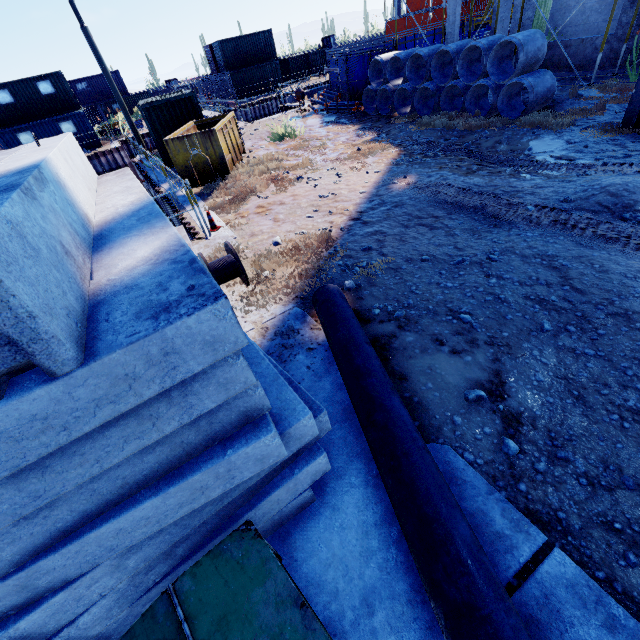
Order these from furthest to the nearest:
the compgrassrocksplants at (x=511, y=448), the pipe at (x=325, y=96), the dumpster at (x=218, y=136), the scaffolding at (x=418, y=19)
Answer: the pipe at (x=325, y=96)
the scaffolding at (x=418, y=19)
the dumpster at (x=218, y=136)
the compgrassrocksplants at (x=511, y=448)

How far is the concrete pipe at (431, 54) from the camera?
10.2 meters

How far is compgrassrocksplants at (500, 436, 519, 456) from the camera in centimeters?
295cm

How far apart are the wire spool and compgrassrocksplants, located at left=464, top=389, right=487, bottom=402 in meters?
3.8

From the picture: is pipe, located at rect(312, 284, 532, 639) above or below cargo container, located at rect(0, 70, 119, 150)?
below

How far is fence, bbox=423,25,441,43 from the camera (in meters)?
24.02

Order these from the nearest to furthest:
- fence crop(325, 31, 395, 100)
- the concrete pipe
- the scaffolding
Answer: the concrete pipe, the scaffolding, fence crop(325, 31, 395, 100)

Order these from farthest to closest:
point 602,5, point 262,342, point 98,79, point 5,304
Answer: point 98,79
point 602,5
point 262,342
point 5,304
